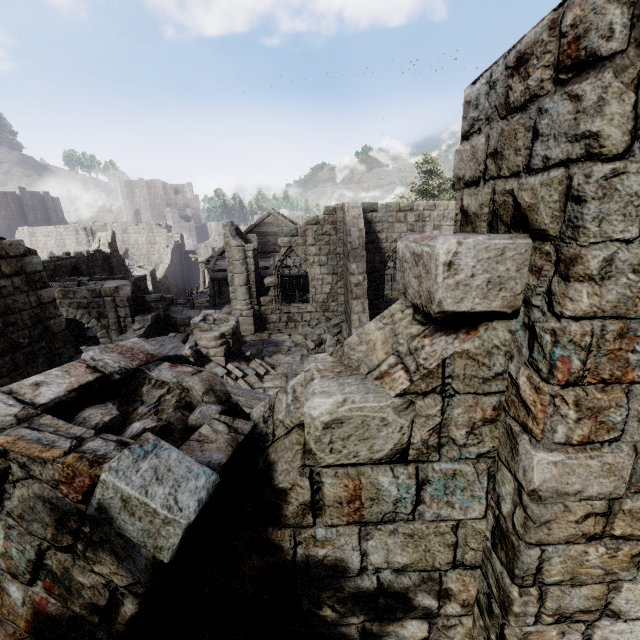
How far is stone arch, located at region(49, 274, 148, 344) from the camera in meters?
14.7

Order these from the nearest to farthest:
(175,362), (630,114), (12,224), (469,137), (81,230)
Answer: (630,114), (469,137), (175,362), (81,230), (12,224)

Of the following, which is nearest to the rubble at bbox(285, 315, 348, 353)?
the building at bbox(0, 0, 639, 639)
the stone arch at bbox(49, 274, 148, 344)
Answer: the building at bbox(0, 0, 639, 639)

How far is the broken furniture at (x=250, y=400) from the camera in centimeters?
819cm

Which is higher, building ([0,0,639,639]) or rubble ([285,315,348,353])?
building ([0,0,639,639])

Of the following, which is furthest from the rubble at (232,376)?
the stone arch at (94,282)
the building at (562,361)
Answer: the stone arch at (94,282)

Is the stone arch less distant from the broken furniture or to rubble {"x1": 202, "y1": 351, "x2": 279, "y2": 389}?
rubble {"x1": 202, "y1": 351, "x2": 279, "y2": 389}

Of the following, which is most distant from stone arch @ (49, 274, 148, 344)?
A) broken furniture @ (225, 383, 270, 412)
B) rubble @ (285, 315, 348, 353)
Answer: broken furniture @ (225, 383, 270, 412)
